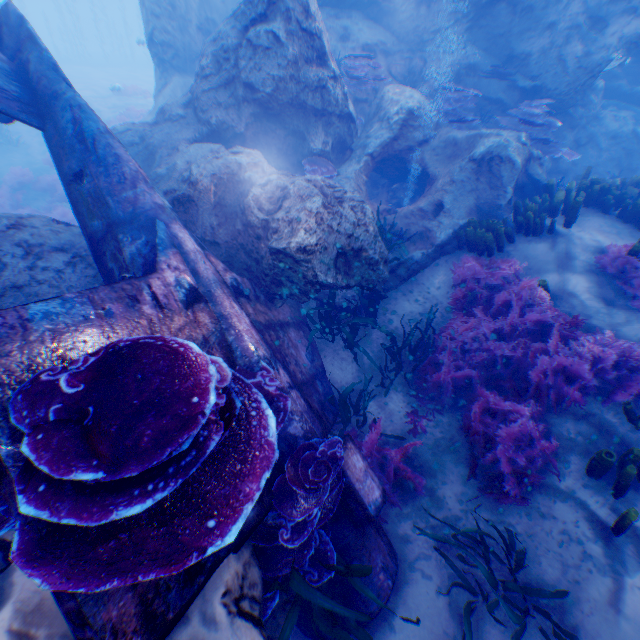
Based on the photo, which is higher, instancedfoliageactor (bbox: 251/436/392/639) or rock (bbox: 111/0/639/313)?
rock (bbox: 111/0/639/313)

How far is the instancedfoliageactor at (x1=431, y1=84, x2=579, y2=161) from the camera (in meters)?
8.47

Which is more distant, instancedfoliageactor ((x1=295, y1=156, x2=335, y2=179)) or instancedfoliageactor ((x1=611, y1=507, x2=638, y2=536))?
instancedfoliageactor ((x1=295, y1=156, x2=335, y2=179))

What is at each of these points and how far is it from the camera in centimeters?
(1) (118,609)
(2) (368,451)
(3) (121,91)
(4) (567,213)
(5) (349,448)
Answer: (1) plane, 204cm
(2) instancedfoliageactor, 493cm
(3) instancedfoliageactor, 2275cm
(4) instancedfoliageactor, 640cm
(5) plane, 382cm

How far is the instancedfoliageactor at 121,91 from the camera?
19.2m

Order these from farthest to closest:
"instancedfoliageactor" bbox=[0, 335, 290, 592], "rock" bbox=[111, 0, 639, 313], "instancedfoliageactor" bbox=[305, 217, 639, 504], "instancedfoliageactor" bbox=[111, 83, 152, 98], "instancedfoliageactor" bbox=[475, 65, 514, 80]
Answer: "instancedfoliageactor" bbox=[111, 83, 152, 98] → "instancedfoliageactor" bbox=[475, 65, 514, 80] → "rock" bbox=[111, 0, 639, 313] → "instancedfoliageactor" bbox=[305, 217, 639, 504] → "instancedfoliageactor" bbox=[0, 335, 290, 592]

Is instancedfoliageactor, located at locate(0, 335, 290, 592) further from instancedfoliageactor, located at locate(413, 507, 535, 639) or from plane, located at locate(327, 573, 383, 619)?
instancedfoliageactor, located at locate(413, 507, 535, 639)

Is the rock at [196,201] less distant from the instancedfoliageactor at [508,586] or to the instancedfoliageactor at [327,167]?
the instancedfoliageactor at [327,167]
